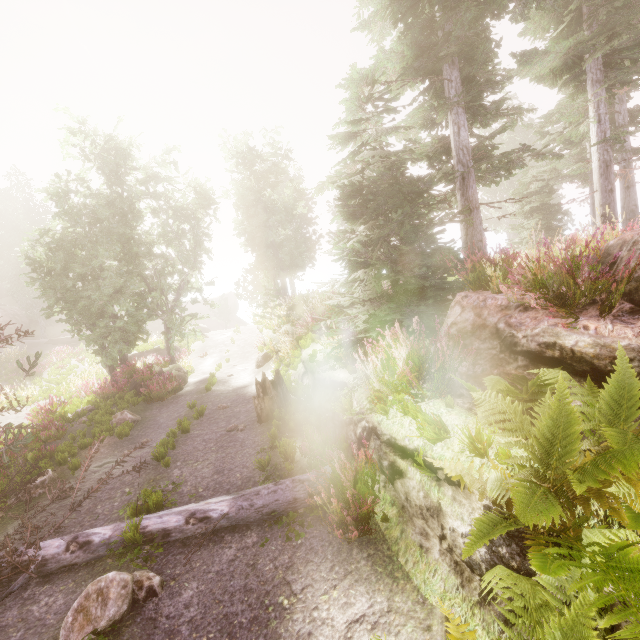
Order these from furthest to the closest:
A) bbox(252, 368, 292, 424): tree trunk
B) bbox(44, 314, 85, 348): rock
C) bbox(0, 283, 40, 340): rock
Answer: bbox(0, 283, 40, 340): rock < bbox(44, 314, 85, 348): rock < bbox(252, 368, 292, 424): tree trunk

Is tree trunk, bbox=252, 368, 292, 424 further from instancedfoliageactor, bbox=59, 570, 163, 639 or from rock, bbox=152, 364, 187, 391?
rock, bbox=152, 364, 187, 391

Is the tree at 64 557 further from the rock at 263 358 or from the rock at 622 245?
the rock at 263 358

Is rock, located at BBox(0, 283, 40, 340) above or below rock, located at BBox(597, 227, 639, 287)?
above

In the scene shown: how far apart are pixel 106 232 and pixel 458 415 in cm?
1766

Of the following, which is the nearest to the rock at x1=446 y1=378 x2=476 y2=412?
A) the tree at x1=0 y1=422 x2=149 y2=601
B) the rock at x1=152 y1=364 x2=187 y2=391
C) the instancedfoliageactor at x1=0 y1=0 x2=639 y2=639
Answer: the instancedfoliageactor at x1=0 y1=0 x2=639 y2=639

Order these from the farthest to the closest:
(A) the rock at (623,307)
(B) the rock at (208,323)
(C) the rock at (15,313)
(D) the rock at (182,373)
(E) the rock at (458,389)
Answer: (B) the rock at (208,323), (C) the rock at (15,313), (D) the rock at (182,373), (E) the rock at (458,389), (A) the rock at (623,307)

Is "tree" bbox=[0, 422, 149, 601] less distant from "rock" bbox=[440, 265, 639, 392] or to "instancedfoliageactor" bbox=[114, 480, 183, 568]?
"instancedfoliageactor" bbox=[114, 480, 183, 568]
